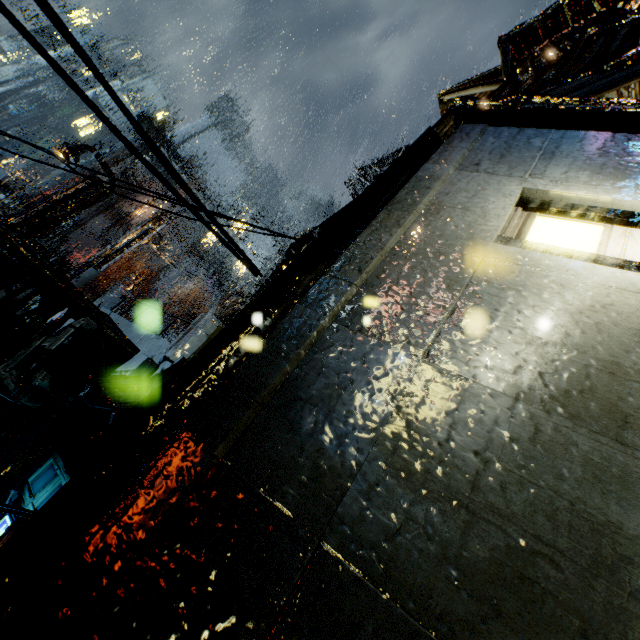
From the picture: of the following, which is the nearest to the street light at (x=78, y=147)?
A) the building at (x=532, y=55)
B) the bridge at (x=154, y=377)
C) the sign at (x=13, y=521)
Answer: the bridge at (x=154, y=377)

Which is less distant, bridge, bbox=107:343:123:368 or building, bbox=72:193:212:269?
bridge, bbox=107:343:123:368

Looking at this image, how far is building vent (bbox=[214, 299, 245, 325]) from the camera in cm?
2275

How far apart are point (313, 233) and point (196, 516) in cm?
215

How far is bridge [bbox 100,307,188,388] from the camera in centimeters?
1053cm

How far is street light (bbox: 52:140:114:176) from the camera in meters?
15.0 m

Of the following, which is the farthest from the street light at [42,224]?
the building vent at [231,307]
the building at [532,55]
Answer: the building vent at [231,307]

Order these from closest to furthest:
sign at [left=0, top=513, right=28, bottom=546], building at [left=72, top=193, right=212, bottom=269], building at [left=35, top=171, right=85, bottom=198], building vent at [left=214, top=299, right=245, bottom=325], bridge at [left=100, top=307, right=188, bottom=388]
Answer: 1. sign at [left=0, top=513, right=28, bottom=546]
2. bridge at [left=100, top=307, right=188, bottom=388]
3. building vent at [left=214, top=299, right=245, bottom=325]
4. building at [left=72, top=193, right=212, bottom=269]
5. building at [left=35, top=171, right=85, bottom=198]
